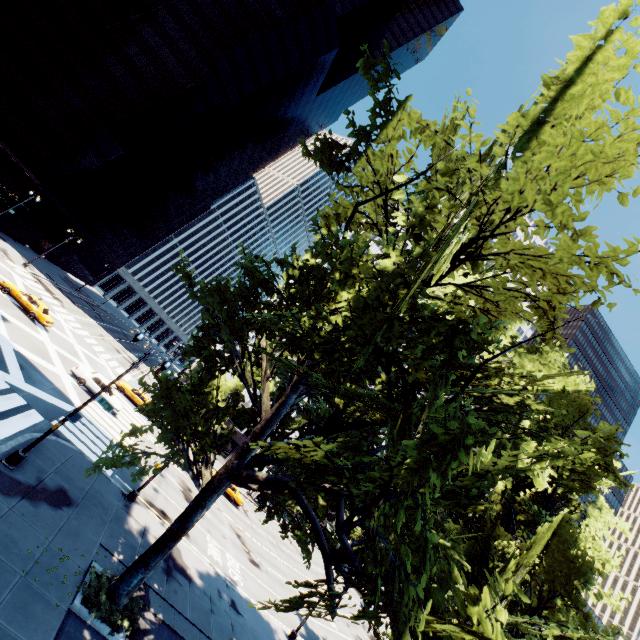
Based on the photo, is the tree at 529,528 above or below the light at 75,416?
above

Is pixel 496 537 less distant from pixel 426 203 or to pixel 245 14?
pixel 426 203

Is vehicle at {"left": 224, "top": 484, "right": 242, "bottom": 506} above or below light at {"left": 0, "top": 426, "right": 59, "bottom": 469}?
above

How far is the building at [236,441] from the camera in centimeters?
5481cm

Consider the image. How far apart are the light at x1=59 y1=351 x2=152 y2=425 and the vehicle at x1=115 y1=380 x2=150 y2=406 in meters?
22.2 m

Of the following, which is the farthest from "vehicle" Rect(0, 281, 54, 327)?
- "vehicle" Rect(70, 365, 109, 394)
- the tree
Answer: the tree

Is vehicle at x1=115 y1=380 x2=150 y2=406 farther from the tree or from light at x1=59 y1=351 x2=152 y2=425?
light at x1=59 y1=351 x2=152 y2=425

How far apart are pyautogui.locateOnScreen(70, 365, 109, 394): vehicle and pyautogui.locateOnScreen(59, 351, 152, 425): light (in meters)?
14.14
